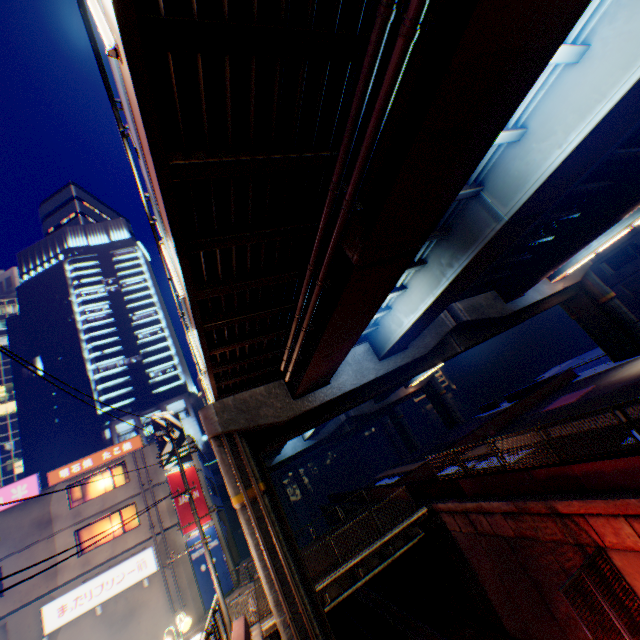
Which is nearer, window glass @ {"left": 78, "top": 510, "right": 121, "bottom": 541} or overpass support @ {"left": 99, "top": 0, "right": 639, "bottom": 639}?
overpass support @ {"left": 99, "top": 0, "right": 639, "bottom": 639}

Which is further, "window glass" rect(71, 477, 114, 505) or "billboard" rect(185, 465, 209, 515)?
"billboard" rect(185, 465, 209, 515)

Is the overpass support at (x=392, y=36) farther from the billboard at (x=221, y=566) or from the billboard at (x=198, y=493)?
the billboard at (x=221, y=566)

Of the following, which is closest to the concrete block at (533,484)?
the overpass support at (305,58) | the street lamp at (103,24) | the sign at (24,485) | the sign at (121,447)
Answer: the overpass support at (305,58)

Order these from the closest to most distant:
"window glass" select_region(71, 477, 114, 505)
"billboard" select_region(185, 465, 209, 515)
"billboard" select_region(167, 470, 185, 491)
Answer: "window glass" select_region(71, 477, 114, 505), "billboard" select_region(167, 470, 185, 491), "billboard" select_region(185, 465, 209, 515)

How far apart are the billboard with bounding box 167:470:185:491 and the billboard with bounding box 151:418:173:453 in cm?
17

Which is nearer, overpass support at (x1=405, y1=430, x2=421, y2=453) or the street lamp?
the street lamp

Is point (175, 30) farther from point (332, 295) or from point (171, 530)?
point (171, 530)
